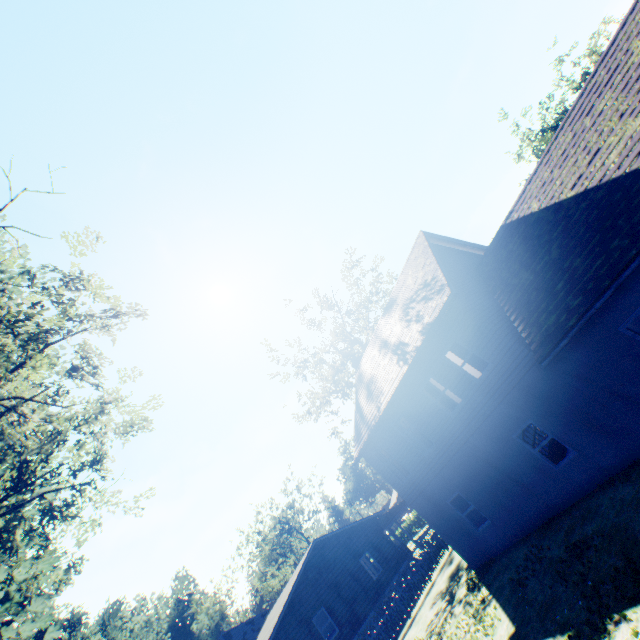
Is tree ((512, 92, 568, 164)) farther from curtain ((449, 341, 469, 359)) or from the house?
the house

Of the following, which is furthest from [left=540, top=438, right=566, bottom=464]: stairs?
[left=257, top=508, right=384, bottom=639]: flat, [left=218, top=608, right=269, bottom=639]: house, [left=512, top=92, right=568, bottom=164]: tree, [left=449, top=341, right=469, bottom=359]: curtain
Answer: [left=218, top=608, right=269, bottom=639]: house

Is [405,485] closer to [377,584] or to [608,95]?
[377,584]

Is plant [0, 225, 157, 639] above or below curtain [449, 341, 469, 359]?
above

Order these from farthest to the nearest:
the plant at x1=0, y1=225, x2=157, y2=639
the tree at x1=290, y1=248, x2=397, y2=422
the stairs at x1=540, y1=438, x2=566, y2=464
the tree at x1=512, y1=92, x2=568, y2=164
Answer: the tree at x1=512, y1=92, x2=568, y2=164
the tree at x1=290, y1=248, x2=397, y2=422
the stairs at x1=540, y1=438, x2=566, y2=464
the plant at x1=0, y1=225, x2=157, y2=639

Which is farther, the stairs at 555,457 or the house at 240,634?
the house at 240,634

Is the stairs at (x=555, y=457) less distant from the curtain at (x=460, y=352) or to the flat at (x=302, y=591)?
the curtain at (x=460, y=352)

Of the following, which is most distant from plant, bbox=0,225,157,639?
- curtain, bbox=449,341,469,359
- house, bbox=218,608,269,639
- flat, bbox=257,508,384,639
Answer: curtain, bbox=449,341,469,359
